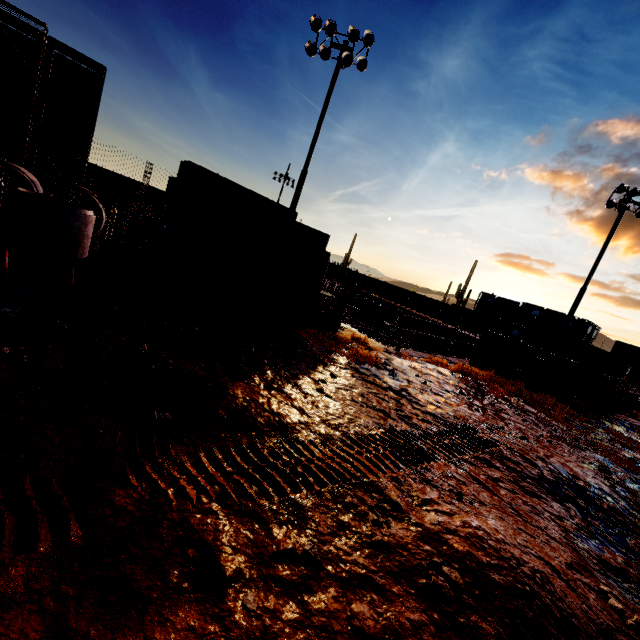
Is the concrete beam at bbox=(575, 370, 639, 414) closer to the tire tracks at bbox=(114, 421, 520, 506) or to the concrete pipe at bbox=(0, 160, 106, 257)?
the tire tracks at bbox=(114, 421, 520, 506)

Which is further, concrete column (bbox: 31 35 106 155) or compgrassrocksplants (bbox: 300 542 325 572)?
concrete column (bbox: 31 35 106 155)

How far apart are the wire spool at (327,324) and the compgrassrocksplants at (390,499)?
6.33m

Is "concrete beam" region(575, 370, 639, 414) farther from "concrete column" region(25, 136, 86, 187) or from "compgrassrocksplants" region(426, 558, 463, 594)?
"concrete column" region(25, 136, 86, 187)

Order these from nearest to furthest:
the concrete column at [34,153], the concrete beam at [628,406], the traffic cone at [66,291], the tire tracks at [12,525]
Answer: the tire tracks at [12,525] → the traffic cone at [66,291] → the concrete beam at [628,406] → the concrete column at [34,153]

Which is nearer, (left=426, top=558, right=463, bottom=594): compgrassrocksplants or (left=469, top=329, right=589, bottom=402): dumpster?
(left=426, top=558, right=463, bottom=594): compgrassrocksplants

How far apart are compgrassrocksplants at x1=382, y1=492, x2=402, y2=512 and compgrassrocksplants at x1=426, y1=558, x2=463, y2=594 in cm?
43

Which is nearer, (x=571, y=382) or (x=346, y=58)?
(x=571, y=382)
